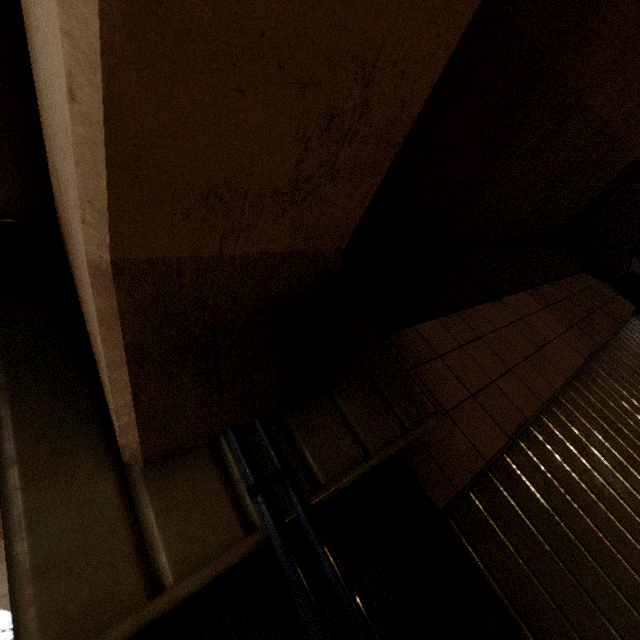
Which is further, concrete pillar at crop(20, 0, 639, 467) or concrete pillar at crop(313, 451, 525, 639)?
concrete pillar at crop(313, 451, 525, 639)

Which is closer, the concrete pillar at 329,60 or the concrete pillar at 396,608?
the concrete pillar at 329,60

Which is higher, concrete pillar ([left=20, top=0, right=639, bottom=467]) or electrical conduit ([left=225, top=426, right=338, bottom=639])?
concrete pillar ([left=20, top=0, right=639, bottom=467])

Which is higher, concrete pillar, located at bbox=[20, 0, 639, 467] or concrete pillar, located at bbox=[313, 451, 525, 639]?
concrete pillar, located at bbox=[20, 0, 639, 467]

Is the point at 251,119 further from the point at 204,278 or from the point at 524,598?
the point at 524,598

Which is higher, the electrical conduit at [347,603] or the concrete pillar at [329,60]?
the concrete pillar at [329,60]
